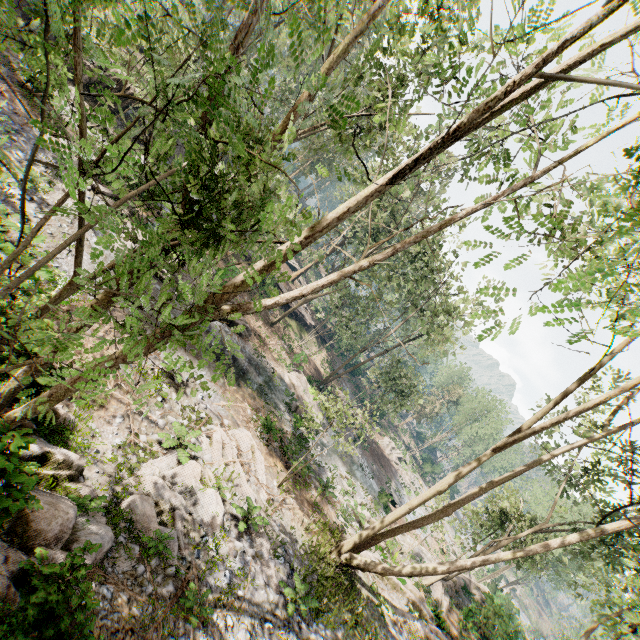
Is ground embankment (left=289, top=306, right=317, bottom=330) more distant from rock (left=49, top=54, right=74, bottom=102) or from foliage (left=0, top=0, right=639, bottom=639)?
rock (left=49, top=54, right=74, bottom=102)

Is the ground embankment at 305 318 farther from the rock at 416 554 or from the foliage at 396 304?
the rock at 416 554

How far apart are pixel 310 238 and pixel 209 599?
9.2m

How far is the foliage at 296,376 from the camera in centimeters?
1479cm

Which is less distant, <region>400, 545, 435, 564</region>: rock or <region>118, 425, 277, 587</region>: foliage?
<region>118, 425, 277, 587</region>: foliage

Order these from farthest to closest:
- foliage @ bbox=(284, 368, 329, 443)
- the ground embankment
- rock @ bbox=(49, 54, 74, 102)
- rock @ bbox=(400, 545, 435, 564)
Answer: the ground embankment
rock @ bbox=(400, 545, 435, 564)
rock @ bbox=(49, 54, 74, 102)
foliage @ bbox=(284, 368, 329, 443)

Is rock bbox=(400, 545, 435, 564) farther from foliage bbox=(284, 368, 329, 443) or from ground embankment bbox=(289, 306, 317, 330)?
ground embankment bbox=(289, 306, 317, 330)

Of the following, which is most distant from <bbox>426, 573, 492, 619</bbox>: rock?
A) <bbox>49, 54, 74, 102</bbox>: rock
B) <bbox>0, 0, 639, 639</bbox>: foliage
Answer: <bbox>49, 54, 74, 102</bbox>: rock
